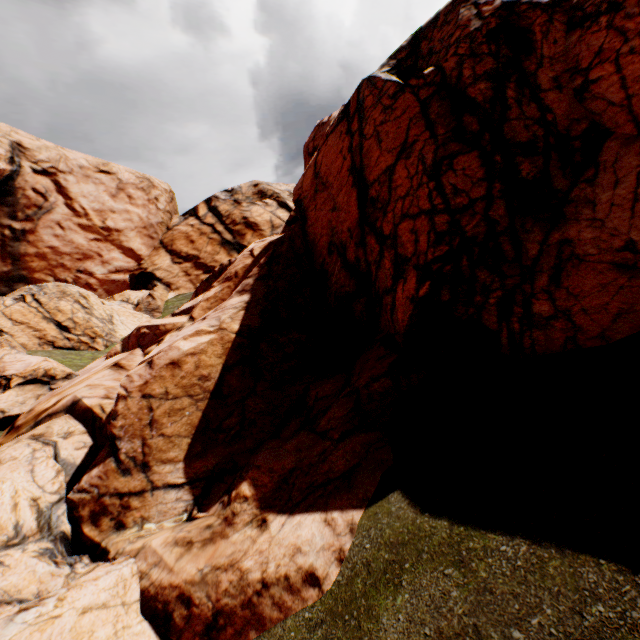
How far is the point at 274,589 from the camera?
6.41m
